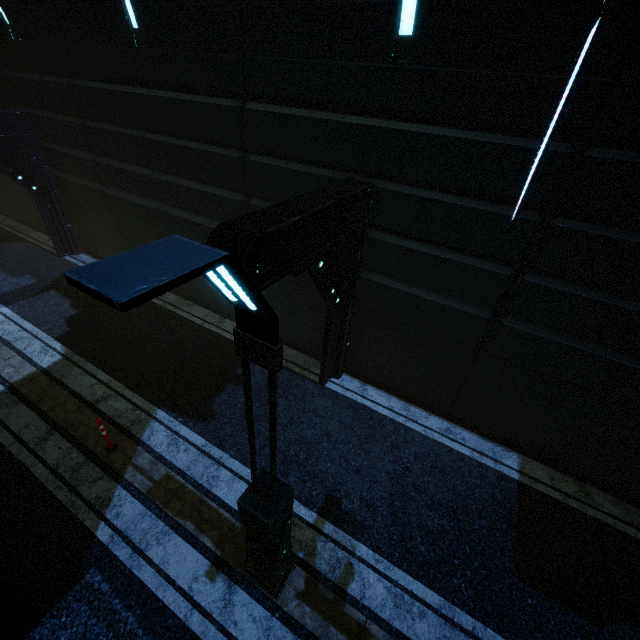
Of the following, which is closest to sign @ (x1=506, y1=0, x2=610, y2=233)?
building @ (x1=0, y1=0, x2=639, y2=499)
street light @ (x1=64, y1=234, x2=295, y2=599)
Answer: building @ (x1=0, y1=0, x2=639, y2=499)

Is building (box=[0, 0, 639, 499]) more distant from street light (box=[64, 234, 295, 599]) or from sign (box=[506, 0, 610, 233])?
street light (box=[64, 234, 295, 599])

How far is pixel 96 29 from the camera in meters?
7.7 m

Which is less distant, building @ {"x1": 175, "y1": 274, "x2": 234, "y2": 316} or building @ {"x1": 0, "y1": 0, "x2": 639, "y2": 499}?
building @ {"x1": 0, "y1": 0, "x2": 639, "y2": 499}

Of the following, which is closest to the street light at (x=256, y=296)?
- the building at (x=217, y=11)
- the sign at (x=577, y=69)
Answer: A: the building at (x=217, y=11)

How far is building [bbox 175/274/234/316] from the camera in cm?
1022
